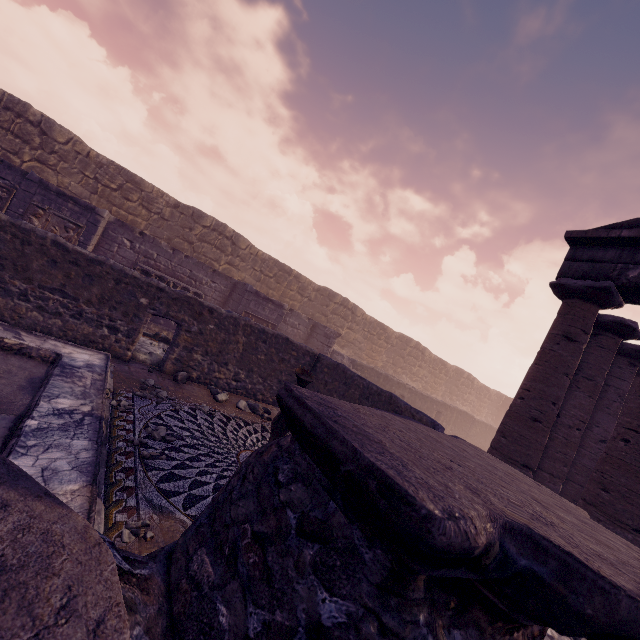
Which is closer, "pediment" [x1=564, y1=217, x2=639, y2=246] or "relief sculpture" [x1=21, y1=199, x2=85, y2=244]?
"pediment" [x1=564, y1=217, x2=639, y2=246]

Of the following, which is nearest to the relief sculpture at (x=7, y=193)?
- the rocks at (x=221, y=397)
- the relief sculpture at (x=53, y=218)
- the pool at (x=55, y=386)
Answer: the relief sculpture at (x=53, y=218)

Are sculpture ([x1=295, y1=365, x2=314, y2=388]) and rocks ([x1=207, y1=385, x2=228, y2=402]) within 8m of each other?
yes

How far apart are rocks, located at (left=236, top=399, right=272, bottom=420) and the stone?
4.4 meters

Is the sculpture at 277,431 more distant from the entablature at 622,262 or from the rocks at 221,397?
the entablature at 622,262

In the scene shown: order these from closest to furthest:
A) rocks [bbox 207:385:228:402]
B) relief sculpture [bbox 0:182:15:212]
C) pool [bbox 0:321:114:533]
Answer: pool [bbox 0:321:114:533] → rocks [bbox 207:385:228:402] → relief sculpture [bbox 0:182:15:212]

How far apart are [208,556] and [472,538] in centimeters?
110cm

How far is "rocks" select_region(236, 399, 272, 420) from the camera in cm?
754
